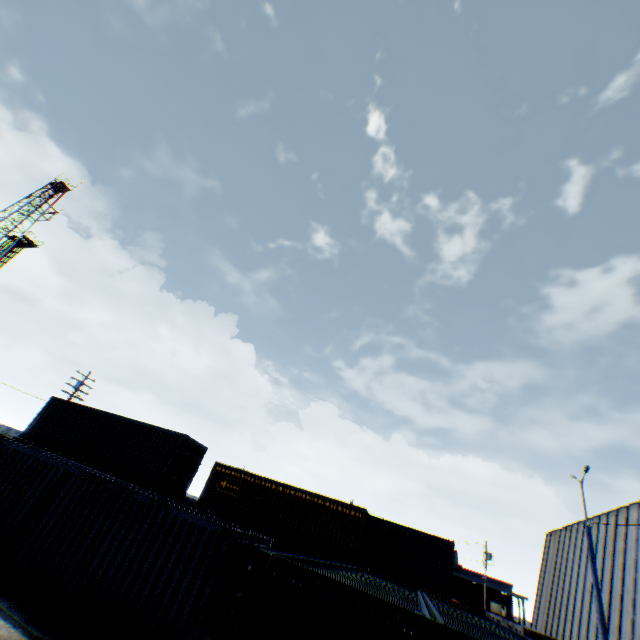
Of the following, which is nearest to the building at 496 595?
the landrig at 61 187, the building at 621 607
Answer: the building at 621 607

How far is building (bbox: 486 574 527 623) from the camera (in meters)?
46.69

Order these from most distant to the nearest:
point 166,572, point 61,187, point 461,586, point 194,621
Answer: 1. point 461,586
2. point 61,187
3. point 166,572
4. point 194,621

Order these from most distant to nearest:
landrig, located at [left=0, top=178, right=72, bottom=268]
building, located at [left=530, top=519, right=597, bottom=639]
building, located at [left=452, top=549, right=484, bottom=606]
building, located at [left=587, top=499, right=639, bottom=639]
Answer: building, located at [left=452, top=549, right=484, bottom=606]
landrig, located at [left=0, top=178, right=72, bottom=268]
building, located at [left=530, top=519, right=597, bottom=639]
building, located at [left=587, top=499, right=639, bottom=639]

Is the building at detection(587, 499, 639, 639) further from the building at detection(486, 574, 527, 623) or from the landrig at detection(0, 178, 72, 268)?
the landrig at detection(0, 178, 72, 268)

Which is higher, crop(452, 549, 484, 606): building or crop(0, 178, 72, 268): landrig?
crop(0, 178, 72, 268): landrig
